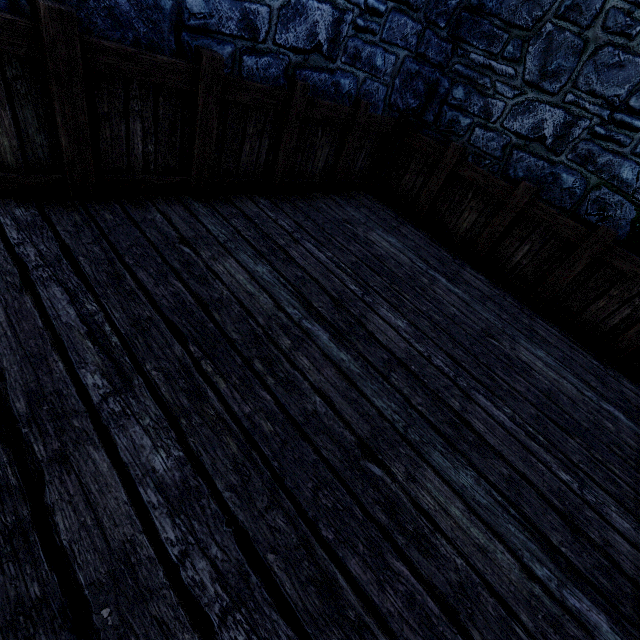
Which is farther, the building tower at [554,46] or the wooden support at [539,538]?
the building tower at [554,46]

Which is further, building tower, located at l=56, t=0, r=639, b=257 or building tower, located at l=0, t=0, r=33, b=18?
building tower, located at l=56, t=0, r=639, b=257

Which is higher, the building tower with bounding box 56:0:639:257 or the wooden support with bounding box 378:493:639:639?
the building tower with bounding box 56:0:639:257

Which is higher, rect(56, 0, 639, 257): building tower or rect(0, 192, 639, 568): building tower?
rect(56, 0, 639, 257): building tower

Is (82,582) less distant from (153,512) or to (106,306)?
(153,512)

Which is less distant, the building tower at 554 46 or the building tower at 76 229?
the building tower at 76 229
